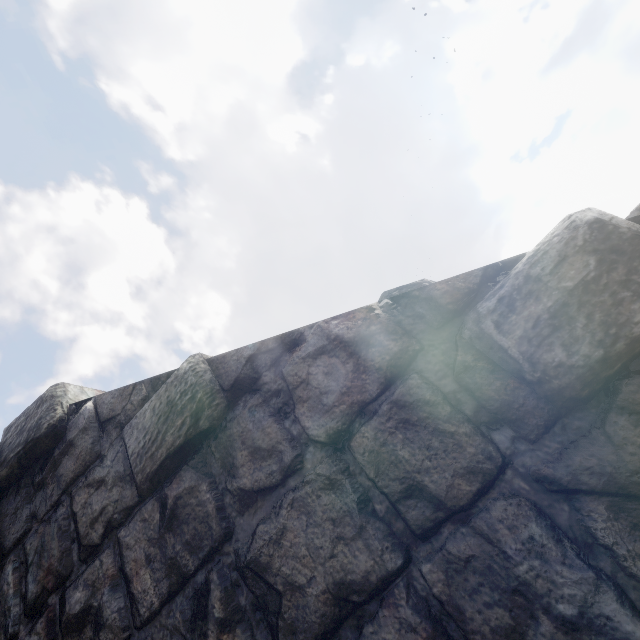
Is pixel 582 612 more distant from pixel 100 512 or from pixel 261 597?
pixel 100 512
